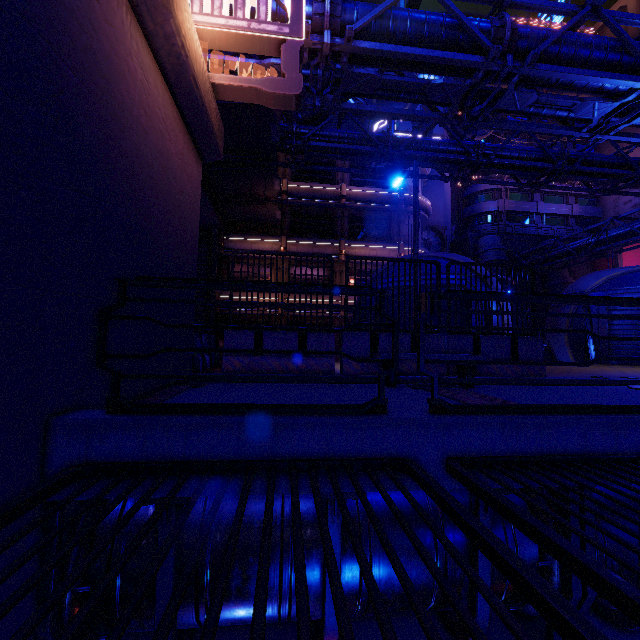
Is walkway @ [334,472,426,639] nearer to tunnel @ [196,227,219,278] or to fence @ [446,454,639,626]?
fence @ [446,454,639,626]

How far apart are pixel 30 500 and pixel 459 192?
52.5m

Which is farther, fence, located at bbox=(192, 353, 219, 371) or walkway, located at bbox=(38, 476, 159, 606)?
fence, located at bbox=(192, 353, 219, 371)

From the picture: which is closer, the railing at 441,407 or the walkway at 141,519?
the walkway at 141,519

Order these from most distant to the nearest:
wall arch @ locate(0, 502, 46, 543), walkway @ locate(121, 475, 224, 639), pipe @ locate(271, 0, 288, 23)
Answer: pipe @ locate(271, 0, 288, 23) < walkway @ locate(121, 475, 224, 639) < wall arch @ locate(0, 502, 46, 543)

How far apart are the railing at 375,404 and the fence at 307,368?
4.0m

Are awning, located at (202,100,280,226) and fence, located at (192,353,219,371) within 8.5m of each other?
no

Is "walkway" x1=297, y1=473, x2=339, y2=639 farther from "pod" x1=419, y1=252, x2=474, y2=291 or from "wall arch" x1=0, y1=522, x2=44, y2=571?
"pod" x1=419, y1=252, x2=474, y2=291
